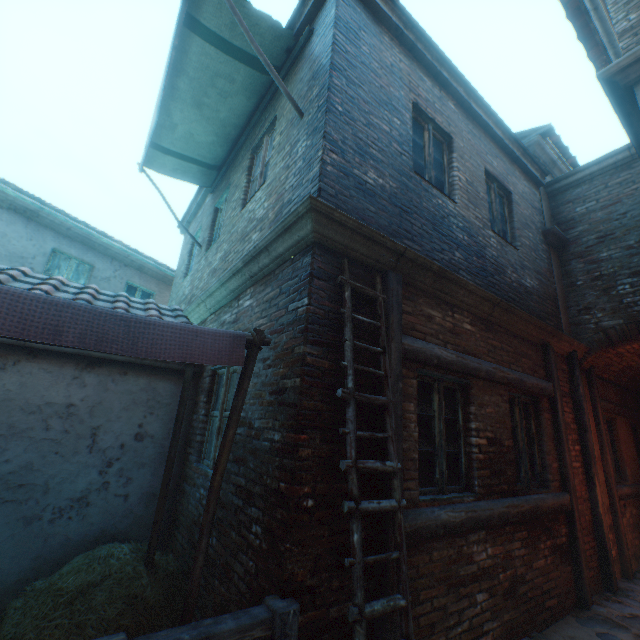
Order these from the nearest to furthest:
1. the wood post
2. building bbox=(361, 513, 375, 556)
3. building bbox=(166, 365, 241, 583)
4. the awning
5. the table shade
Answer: the table shade, building bbox=(361, 513, 375, 556), building bbox=(166, 365, 241, 583), the awning, the wood post

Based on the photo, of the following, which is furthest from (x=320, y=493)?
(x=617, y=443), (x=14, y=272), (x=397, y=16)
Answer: (x=617, y=443)

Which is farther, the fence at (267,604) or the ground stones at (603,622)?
the ground stones at (603,622)

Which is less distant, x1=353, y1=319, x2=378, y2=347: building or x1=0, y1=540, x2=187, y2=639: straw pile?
x1=0, y1=540, x2=187, y2=639: straw pile

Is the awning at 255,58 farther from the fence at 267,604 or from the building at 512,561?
the fence at 267,604

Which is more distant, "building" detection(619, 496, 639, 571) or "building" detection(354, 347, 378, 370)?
"building" detection(619, 496, 639, 571)

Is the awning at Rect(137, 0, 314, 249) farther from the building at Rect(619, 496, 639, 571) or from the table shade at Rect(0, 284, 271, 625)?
the building at Rect(619, 496, 639, 571)

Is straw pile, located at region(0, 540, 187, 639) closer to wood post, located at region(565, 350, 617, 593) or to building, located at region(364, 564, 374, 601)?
building, located at region(364, 564, 374, 601)
